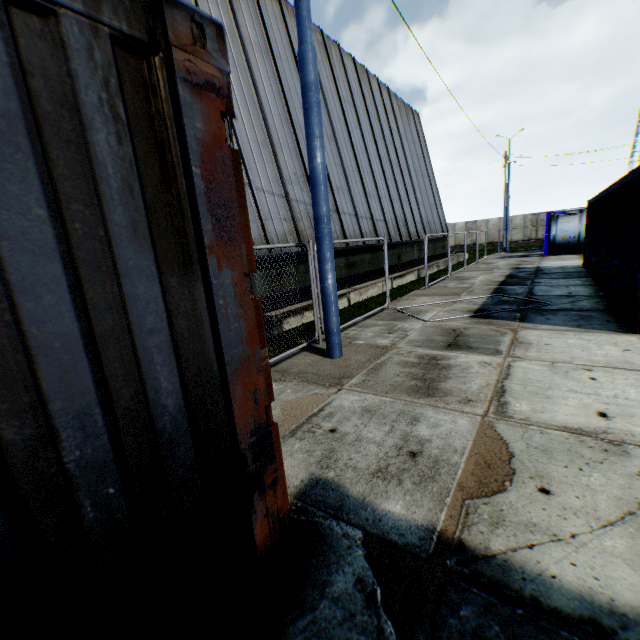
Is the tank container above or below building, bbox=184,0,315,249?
below

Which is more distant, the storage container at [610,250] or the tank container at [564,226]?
the tank container at [564,226]

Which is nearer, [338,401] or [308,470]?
[308,470]

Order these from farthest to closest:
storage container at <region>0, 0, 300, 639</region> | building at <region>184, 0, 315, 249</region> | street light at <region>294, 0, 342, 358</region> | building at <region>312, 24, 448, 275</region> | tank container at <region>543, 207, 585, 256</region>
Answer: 1. tank container at <region>543, 207, 585, 256</region>
2. building at <region>312, 24, 448, 275</region>
3. building at <region>184, 0, 315, 249</region>
4. street light at <region>294, 0, 342, 358</region>
5. storage container at <region>0, 0, 300, 639</region>

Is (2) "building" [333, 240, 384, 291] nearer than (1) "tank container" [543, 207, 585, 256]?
Yes

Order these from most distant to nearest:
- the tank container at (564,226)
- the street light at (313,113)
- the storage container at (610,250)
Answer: the tank container at (564,226), the storage container at (610,250), the street light at (313,113)

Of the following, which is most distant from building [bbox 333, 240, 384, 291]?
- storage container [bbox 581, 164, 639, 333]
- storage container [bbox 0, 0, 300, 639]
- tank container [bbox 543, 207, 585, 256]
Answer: storage container [bbox 581, 164, 639, 333]

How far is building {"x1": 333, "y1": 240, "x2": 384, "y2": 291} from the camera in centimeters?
1209cm
